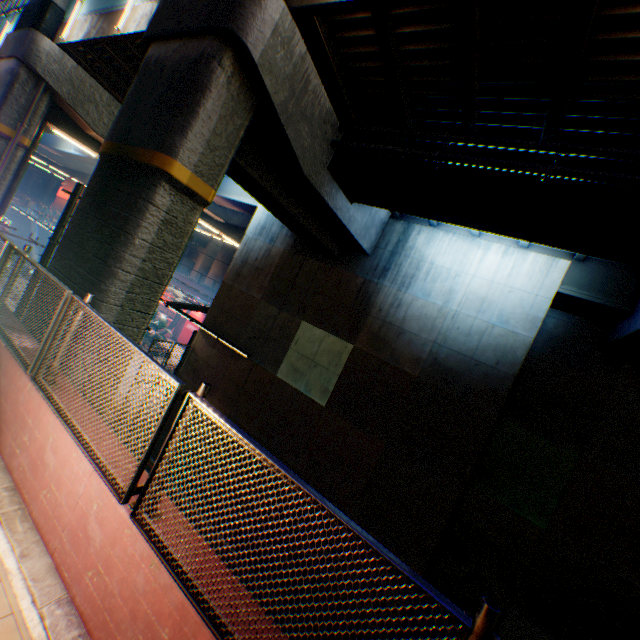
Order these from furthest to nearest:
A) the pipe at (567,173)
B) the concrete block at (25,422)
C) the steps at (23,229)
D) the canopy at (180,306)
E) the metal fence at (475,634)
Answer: the steps at (23,229) → the canopy at (180,306) → the pipe at (567,173) → the concrete block at (25,422) → the metal fence at (475,634)

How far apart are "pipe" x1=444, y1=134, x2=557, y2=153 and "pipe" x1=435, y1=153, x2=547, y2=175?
0.26m

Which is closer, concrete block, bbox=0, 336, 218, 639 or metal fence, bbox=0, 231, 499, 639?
metal fence, bbox=0, 231, 499, 639

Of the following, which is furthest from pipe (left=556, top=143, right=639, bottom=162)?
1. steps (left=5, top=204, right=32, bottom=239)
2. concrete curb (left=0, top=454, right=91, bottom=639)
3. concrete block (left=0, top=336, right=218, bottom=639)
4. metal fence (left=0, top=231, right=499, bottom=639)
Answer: steps (left=5, top=204, right=32, bottom=239)

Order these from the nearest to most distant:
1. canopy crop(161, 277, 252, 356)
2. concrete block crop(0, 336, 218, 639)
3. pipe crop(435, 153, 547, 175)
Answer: concrete block crop(0, 336, 218, 639) < pipe crop(435, 153, 547, 175) < canopy crop(161, 277, 252, 356)

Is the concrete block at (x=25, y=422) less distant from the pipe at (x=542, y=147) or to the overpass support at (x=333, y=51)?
the overpass support at (x=333, y=51)

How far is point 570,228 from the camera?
7.6 meters

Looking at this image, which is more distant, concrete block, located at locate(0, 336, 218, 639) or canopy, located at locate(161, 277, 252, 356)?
canopy, located at locate(161, 277, 252, 356)
